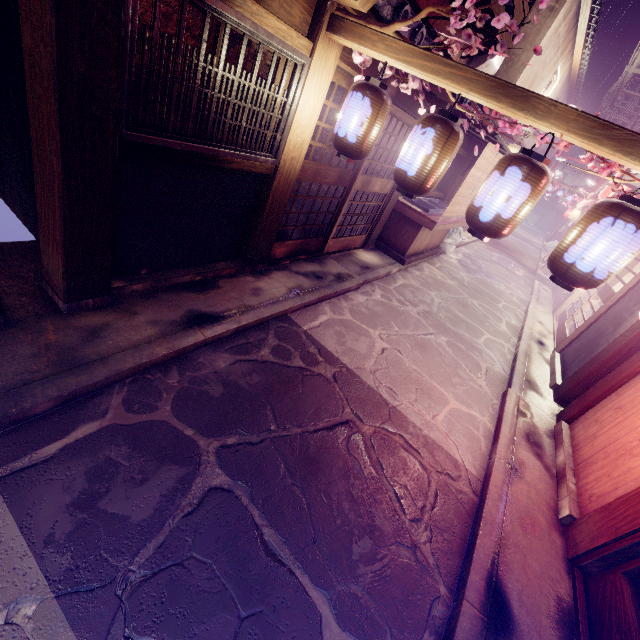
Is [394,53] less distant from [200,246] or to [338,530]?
[200,246]

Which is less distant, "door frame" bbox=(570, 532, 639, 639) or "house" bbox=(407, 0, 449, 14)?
"door frame" bbox=(570, 532, 639, 639)

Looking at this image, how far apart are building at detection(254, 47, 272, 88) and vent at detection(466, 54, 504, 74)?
12.8m

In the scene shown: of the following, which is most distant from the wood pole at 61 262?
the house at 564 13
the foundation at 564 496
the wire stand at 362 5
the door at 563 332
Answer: the house at 564 13

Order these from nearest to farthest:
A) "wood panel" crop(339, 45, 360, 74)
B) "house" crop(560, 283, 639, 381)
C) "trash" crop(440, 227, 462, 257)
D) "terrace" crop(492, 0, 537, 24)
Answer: "wood panel" crop(339, 45, 360, 74)
"house" crop(560, 283, 639, 381)
"terrace" crop(492, 0, 537, 24)
"trash" crop(440, 227, 462, 257)

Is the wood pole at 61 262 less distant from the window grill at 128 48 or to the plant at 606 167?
the window grill at 128 48

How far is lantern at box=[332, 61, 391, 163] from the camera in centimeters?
575cm

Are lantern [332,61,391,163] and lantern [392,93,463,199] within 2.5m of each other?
yes
